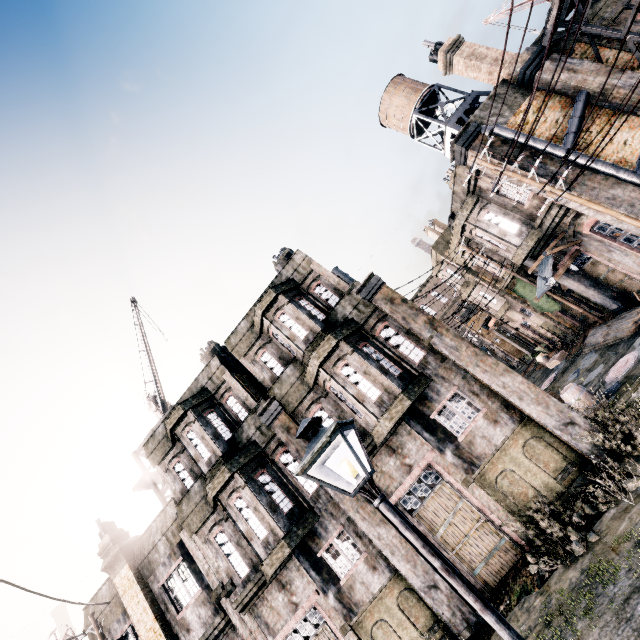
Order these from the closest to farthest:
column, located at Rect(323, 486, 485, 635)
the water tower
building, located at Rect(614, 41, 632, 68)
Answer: column, located at Rect(323, 486, 485, 635), building, located at Rect(614, 41, 632, 68), the water tower

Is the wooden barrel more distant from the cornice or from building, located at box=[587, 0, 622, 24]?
building, located at box=[587, 0, 622, 24]

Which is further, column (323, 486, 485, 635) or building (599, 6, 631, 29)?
building (599, 6, 631, 29)

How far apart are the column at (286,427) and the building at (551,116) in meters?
16.4

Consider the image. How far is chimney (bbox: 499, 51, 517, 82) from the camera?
16.2 meters

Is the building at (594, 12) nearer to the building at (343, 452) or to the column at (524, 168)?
the column at (524, 168)

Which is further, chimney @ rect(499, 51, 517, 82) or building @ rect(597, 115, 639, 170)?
chimney @ rect(499, 51, 517, 82)

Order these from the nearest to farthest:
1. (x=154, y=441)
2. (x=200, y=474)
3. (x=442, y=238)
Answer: (x=200, y=474) → (x=154, y=441) → (x=442, y=238)
